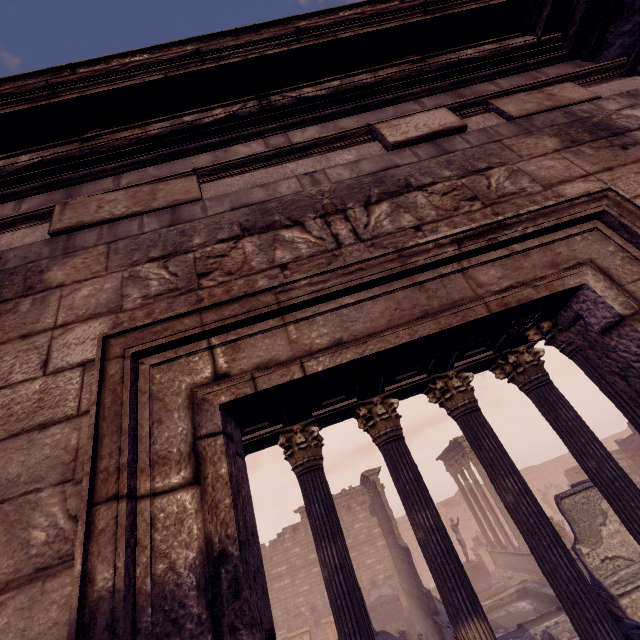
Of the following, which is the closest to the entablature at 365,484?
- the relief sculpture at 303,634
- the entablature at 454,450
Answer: the entablature at 454,450

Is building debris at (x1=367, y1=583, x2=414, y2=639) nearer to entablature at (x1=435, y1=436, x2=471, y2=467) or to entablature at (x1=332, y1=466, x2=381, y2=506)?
entablature at (x1=332, y1=466, x2=381, y2=506)

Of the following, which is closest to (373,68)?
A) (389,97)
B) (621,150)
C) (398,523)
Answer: (389,97)

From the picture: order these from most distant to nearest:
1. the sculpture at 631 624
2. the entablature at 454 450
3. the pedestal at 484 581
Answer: the entablature at 454 450 < the pedestal at 484 581 < the sculpture at 631 624

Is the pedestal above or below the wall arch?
below

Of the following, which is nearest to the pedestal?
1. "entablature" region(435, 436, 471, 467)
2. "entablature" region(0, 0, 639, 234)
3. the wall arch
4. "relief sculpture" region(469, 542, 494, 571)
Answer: "relief sculpture" region(469, 542, 494, 571)

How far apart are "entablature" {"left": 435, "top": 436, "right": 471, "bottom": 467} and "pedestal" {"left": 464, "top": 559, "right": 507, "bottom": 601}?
5.62m

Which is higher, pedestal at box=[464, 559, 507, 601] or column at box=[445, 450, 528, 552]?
column at box=[445, 450, 528, 552]
